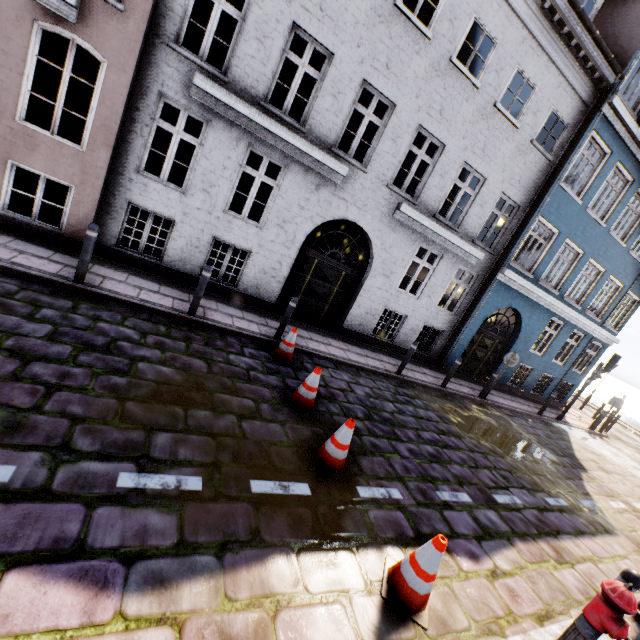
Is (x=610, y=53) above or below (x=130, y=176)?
above

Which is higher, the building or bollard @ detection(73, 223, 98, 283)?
the building

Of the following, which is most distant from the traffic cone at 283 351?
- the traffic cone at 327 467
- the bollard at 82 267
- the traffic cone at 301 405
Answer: the bollard at 82 267

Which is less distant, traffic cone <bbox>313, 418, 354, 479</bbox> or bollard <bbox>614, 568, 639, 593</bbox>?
bollard <bbox>614, 568, 639, 593</bbox>

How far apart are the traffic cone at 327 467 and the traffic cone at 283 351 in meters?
2.4

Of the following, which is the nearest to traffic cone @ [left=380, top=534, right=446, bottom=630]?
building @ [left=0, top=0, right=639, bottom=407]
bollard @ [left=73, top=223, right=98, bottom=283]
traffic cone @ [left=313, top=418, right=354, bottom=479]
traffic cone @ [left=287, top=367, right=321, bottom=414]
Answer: traffic cone @ [left=313, top=418, right=354, bottom=479]

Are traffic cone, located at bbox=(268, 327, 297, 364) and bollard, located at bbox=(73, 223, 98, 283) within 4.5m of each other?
yes

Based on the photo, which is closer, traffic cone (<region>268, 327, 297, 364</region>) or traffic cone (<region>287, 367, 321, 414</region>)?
traffic cone (<region>287, 367, 321, 414</region>)
